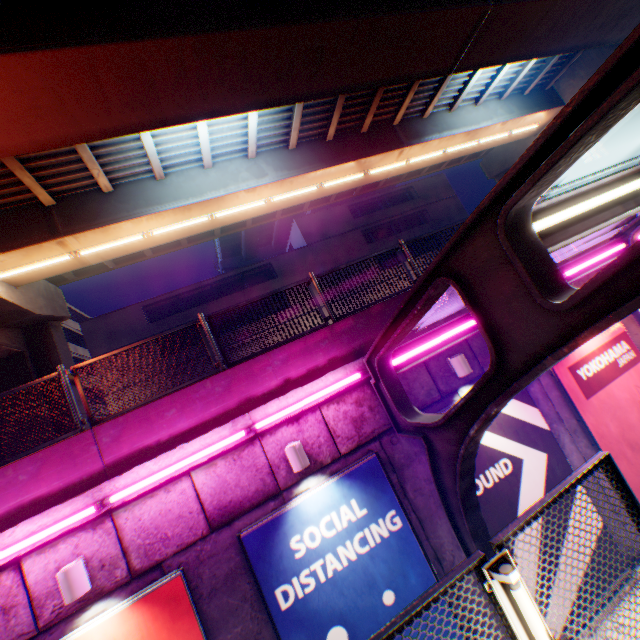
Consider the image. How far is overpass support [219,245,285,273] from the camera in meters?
53.7

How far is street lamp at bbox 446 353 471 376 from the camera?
6.4m

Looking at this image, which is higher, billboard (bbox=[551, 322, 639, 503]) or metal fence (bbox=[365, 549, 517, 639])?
metal fence (bbox=[365, 549, 517, 639])

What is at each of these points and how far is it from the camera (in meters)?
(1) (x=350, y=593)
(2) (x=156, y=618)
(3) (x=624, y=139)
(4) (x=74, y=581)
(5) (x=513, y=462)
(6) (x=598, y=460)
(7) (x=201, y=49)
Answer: (1) billboard, 5.19
(2) billboard, 4.59
(3) overpass support, 27.05
(4) street lamp, 4.29
(5) billboard, 6.41
(6) metal fence, 2.32
(7) overpass support, 7.11

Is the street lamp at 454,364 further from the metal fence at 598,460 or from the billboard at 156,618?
the billboard at 156,618

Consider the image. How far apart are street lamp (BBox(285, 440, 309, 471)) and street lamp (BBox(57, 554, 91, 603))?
3.11m

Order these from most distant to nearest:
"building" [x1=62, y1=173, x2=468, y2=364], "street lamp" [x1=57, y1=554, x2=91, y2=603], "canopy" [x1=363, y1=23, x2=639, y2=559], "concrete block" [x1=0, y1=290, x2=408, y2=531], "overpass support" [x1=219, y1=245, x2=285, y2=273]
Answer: "overpass support" [x1=219, y1=245, x2=285, y2=273], "building" [x1=62, y1=173, x2=468, y2=364], "concrete block" [x1=0, y1=290, x2=408, y2=531], "street lamp" [x1=57, y1=554, x2=91, y2=603], "canopy" [x1=363, y1=23, x2=639, y2=559]

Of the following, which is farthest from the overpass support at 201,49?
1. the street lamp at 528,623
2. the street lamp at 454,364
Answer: the street lamp at 528,623
